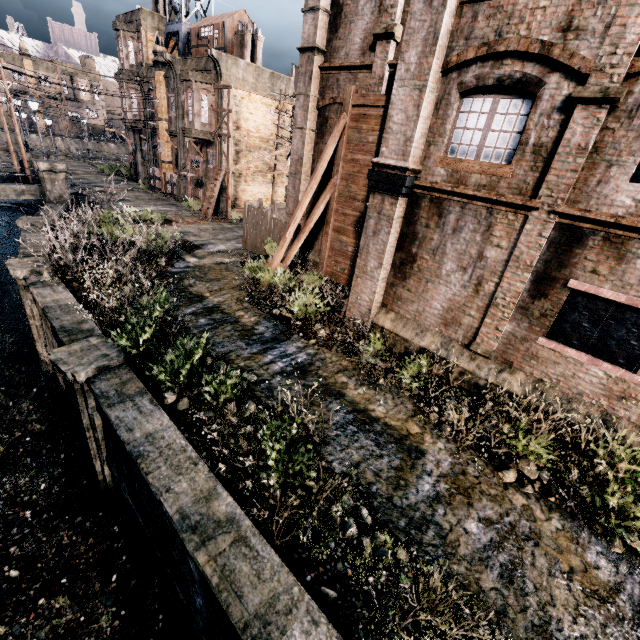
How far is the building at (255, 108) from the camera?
26.8 meters

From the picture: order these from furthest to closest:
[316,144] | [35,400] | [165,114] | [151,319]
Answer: [165,114]
[316,144]
[35,400]
[151,319]

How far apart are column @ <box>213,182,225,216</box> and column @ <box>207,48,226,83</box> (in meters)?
7.09

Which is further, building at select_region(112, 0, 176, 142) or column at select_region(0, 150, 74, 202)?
building at select_region(112, 0, 176, 142)

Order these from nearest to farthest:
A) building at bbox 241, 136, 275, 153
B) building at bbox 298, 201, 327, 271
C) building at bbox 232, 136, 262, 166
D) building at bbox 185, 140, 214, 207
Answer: building at bbox 298, 201, 327, 271
building at bbox 232, 136, 262, 166
building at bbox 241, 136, 275, 153
building at bbox 185, 140, 214, 207

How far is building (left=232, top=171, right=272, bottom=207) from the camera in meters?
29.7 m

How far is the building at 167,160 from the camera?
33.7m
